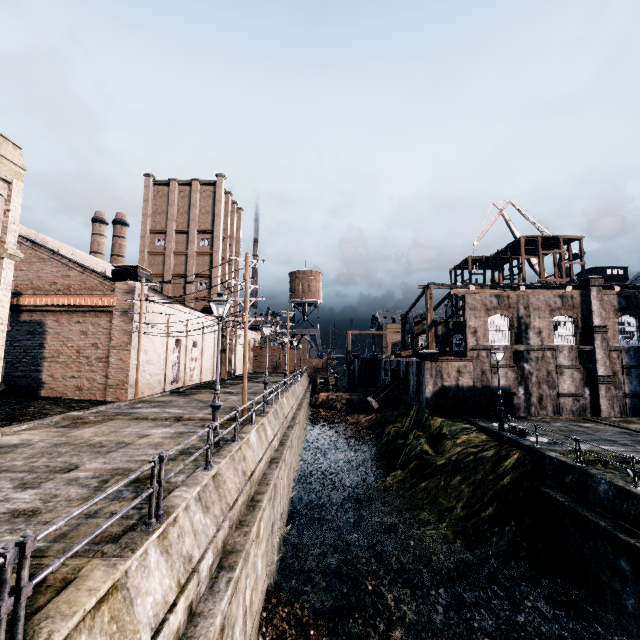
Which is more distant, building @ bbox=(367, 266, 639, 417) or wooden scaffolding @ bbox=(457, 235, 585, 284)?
Result: wooden scaffolding @ bbox=(457, 235, 585, 284)

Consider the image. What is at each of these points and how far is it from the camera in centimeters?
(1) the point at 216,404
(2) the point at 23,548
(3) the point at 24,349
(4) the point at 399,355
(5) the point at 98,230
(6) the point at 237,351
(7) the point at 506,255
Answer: (1) street light, 1198cm
(2) metal railing, 345cm
(3) building, 2491cm
(4) building, 4619cm
(5) chimney, 5853cm
(6) building, 5478cm
(7) wooden scaffolding, 5459cm

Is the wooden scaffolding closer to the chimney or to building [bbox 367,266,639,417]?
building [bbox 367,266,639,417]

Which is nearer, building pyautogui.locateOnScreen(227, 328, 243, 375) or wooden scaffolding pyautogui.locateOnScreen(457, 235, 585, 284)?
wooden scaffolding pyautogui.locateOnScreen(457, 235, 585, 284)

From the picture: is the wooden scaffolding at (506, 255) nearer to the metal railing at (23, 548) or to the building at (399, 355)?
the building at (399, 355)

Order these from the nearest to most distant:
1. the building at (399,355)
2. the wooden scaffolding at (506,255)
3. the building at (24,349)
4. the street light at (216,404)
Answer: the street light at (216,404), the building at (24,349), the building at (399,355), the wooden scaffolding at (506,255)

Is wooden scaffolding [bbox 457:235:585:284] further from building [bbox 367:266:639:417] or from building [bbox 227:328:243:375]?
building [bbox 227:328:243:375]

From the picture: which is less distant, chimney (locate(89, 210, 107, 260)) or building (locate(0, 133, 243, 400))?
building (locate(0, 133, 243, 400))
